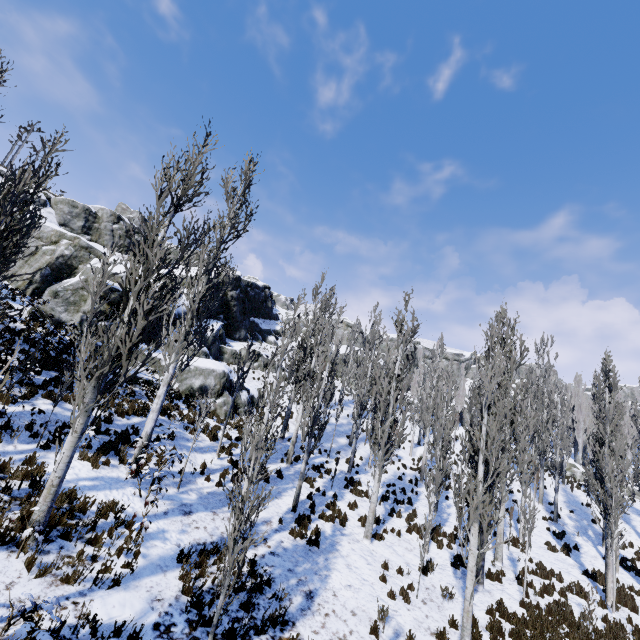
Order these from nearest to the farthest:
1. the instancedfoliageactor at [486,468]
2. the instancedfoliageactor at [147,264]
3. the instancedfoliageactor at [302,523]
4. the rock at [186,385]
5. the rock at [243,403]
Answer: the instancedfoliageactor at [147,264], the instancedfoliageactor at [486,468], the instancedfoliageactor at [302,523], the rock at [186,385], the rock at [243,403]

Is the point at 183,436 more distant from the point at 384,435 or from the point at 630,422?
the point at 630,422

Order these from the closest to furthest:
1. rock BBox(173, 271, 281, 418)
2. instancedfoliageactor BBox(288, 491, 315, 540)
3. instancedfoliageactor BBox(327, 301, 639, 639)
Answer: instancedfoliageactor BBox(327, 301, 639, 639) → instancedfoliageactor BBox(288, 491, 315, 540) → rock BBox(173, 271, 281, 418)

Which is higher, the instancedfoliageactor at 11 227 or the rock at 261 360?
the rock at 261 360

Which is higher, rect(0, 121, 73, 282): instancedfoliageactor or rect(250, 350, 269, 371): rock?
rect(250, 350, 269, 371): rock

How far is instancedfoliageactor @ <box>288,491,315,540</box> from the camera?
11.3m

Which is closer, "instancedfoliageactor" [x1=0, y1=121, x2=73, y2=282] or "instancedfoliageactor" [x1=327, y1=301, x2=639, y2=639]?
"instancedfoliageactor" [x1=0, y1=121, x2=73, y2=282]
